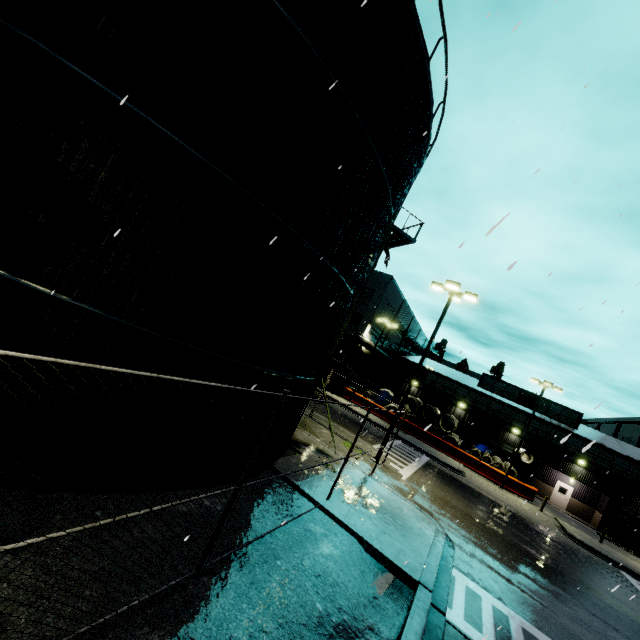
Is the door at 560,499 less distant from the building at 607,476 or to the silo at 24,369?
the building at 607,476

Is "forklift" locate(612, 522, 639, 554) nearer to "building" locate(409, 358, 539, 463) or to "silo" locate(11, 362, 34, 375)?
"building" locate(409, 358, 539, 463)

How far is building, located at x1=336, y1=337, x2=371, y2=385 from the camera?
36.31m

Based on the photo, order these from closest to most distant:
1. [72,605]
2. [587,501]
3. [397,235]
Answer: [72,605] < [397,235] < [587,501]

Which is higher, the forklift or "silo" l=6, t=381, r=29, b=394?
"silo" l=6, t=381, r=29, b=394

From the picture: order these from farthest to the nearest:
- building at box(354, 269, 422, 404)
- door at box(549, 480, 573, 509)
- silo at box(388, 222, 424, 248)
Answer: building at box(354, 269, 422, 404)
door at box(549, 480, 573, 509)
silo at box(388, 222, 424, 248)

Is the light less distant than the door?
Yes

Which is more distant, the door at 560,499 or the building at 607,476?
the door at 560,499
